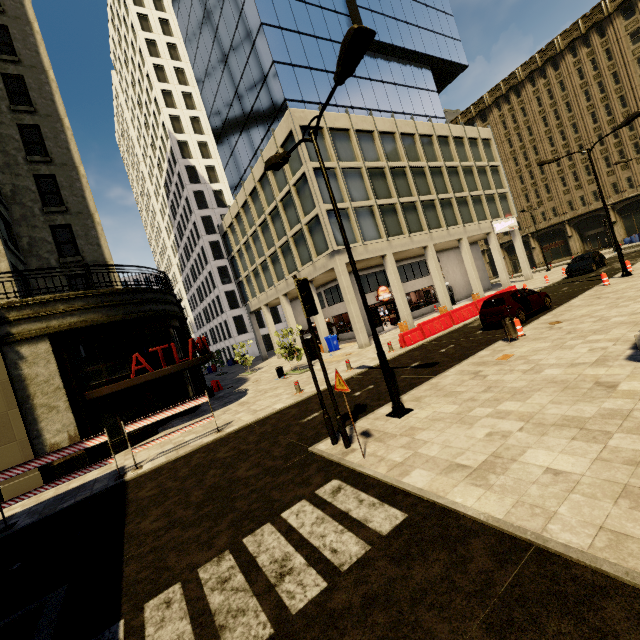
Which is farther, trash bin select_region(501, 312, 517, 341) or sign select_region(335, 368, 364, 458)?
trash bin select_region(501, 312, 517, 341)

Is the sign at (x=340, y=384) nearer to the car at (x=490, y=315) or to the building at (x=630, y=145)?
the building at (x=630, y=145)

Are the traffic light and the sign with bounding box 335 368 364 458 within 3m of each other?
yes

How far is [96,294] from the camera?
13.91m

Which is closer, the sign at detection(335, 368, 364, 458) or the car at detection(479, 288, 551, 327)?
the sign at detection(335, 368, 364, 458)

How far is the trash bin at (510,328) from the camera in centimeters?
1153cm

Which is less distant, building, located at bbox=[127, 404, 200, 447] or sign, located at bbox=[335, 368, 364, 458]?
sign, located at bbox=[335, 368, 364, 458]

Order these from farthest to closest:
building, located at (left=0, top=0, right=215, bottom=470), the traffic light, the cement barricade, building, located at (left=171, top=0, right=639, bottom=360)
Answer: building, located at (left=171, top=0, right=639, bottom=360), the cement barricade, building, located at (left=0, top=0, right=215, bottom=470), the traffic light
